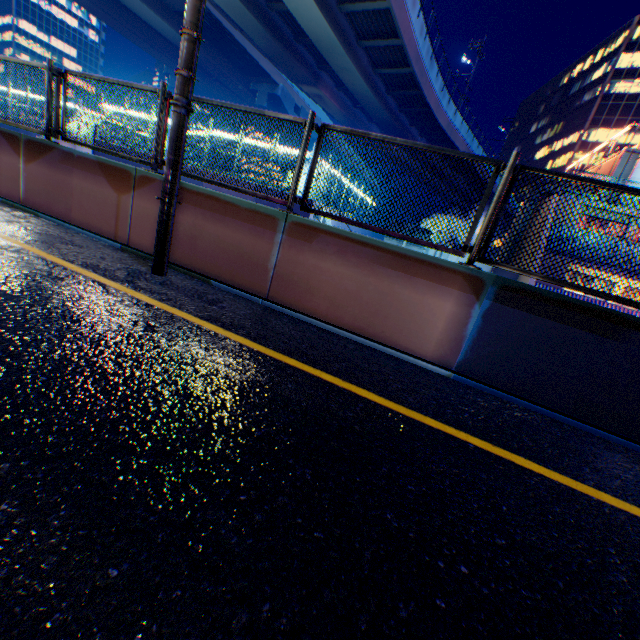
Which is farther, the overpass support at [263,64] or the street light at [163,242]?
the overpass support at [263,64]

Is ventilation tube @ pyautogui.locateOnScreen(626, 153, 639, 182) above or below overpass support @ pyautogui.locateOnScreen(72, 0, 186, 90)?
below

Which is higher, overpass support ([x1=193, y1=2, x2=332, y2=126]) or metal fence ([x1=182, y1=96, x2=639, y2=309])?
overpass support ([x1=193, y1=2, x2=332, y2=126])

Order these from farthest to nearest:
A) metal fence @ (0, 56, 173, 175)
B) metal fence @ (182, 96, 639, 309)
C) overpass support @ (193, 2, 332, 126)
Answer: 1. overpass support @ (193, 2, 332, 126)
2. metal fence @ (0, 56, 173, 175)
3. metal fence @ (182, 96, 639, 309)

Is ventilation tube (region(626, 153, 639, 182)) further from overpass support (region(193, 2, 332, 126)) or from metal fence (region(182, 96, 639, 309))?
Answer: overpass support (region(193, 2, 332, 126))

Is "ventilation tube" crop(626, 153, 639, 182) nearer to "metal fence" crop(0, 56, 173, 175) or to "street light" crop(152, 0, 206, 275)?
"metal fence" crop(0, 56, 173, 175)

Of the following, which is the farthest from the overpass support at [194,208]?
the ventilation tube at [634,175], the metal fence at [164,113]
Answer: the ventilation tube at [634,175]

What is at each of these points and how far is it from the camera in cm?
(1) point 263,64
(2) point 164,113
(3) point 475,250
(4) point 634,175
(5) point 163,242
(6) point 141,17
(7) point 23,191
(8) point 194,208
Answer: (1) overpass support, 3528
(2) metal fence, 497
(3) metal fence, 381
(4) ventilation tube, 1667
(5) street light, 454
(6) overpass support, 2853
(7) overpass support, 622
(8) overpass support, 500
